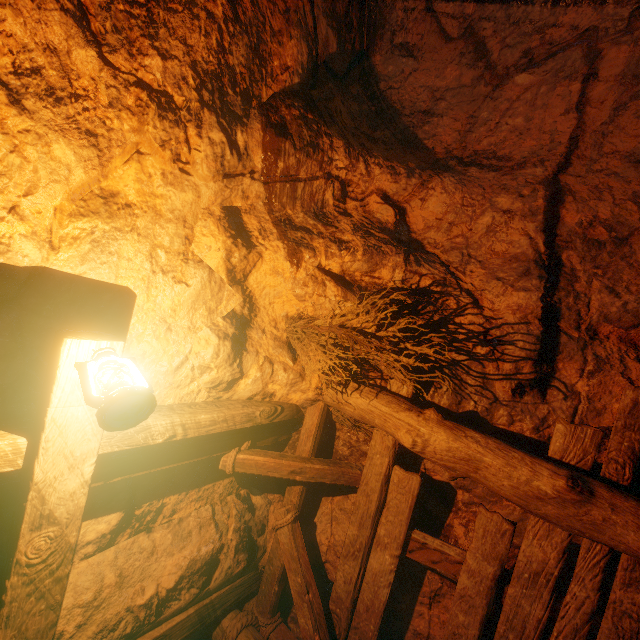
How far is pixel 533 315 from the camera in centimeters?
271cm

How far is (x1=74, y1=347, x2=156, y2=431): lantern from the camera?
1.4m

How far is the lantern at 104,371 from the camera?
1.4 meters
